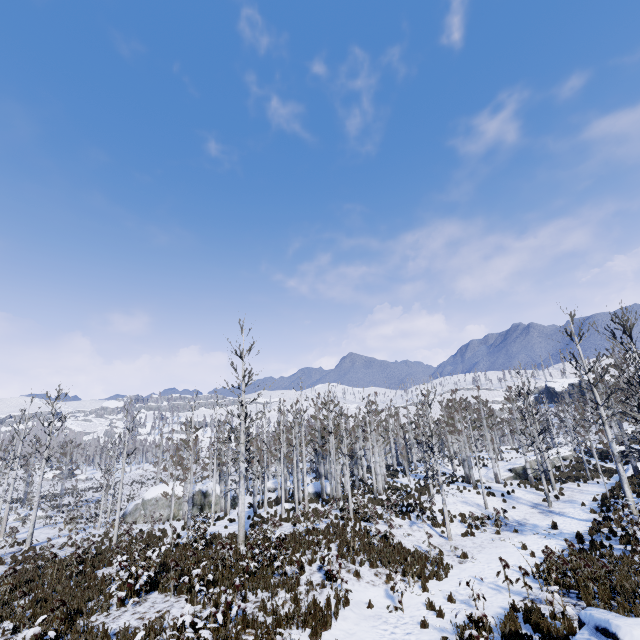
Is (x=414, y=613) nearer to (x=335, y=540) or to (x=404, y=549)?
(x=404, y=549)

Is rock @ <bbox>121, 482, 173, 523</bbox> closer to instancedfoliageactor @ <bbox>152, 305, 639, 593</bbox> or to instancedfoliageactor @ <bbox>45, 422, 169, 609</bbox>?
instancedfoliageactor @ <bbox>45, 422, 169, 609</bbox>

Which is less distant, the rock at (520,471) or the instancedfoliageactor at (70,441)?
the instancedfoliageactor at (70,441)

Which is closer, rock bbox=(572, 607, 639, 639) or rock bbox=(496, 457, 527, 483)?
rock bbox=(572, 607, 639, 639)

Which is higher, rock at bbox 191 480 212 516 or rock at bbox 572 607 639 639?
rock at bbox 572 607 639 639

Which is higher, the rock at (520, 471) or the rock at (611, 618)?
the rock at (611, 618)

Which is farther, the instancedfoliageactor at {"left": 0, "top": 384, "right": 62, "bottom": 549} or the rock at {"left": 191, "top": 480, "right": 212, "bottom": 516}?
the rock at {"left": 191, "top": 480, "right": 212, "bottom": 516}

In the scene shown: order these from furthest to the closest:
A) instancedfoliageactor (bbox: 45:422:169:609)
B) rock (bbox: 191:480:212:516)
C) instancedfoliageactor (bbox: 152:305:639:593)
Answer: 1. rock (bbox: 191:480:212:516)
2. instancedfoliageactor (bbox: 152:305:639:593)
3. instancedfoliageactor (bbox: 45:422:169:609)
